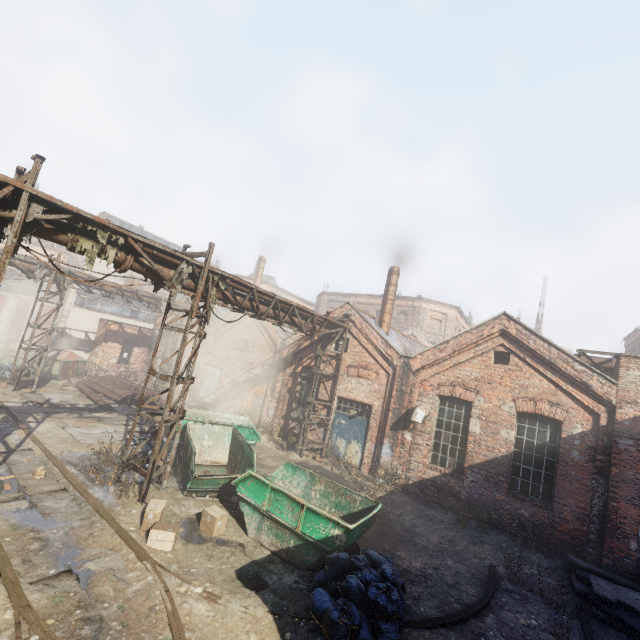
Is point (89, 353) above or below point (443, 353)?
below

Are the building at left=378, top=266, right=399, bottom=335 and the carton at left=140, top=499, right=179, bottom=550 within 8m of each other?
no

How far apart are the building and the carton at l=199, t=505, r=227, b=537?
11.5 meters

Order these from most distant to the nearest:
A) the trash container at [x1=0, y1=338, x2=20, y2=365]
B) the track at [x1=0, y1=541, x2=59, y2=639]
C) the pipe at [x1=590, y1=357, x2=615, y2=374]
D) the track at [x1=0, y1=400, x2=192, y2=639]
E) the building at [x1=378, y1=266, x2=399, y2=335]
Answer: the trash container at [x1=0, y1=338, x2=20, y2=365] → the building at [x1=378, y1=266, x2=399, y2=335] → the pipe at [x1=590, y1=357, x2=615, y2=374] → the track at [x1=0, y1=400, x2=192, y2=639] → the track at [x1=0, y1=541, x2=59, y2=639]

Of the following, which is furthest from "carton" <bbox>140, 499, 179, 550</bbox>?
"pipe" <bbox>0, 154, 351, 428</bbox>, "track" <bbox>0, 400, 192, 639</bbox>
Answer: "pipe" <bbox>0, 154, 351, 428</bbox>

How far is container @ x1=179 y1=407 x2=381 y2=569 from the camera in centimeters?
694cm

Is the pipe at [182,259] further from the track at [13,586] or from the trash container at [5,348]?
the trash container at [5,348]

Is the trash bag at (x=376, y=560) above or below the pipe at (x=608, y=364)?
below
